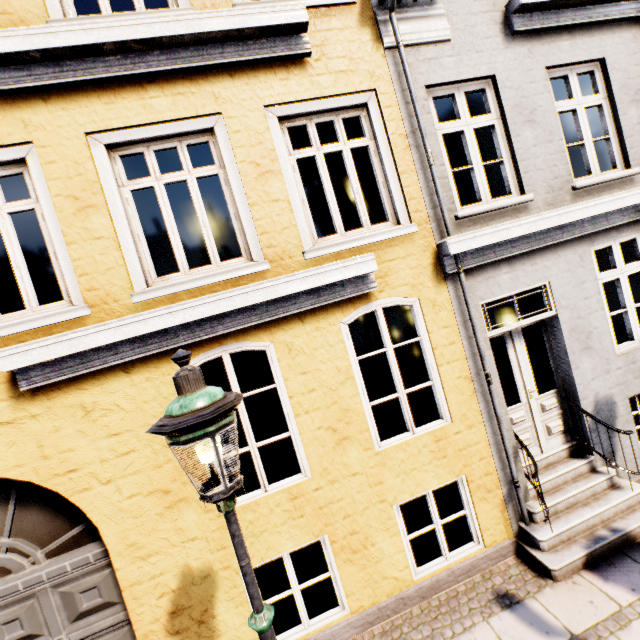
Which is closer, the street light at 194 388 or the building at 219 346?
the street light at 194 388

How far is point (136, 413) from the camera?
3.5 meters

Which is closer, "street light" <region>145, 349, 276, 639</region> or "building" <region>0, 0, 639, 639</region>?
"street light" <region>145, 349, 276, 639</region>
